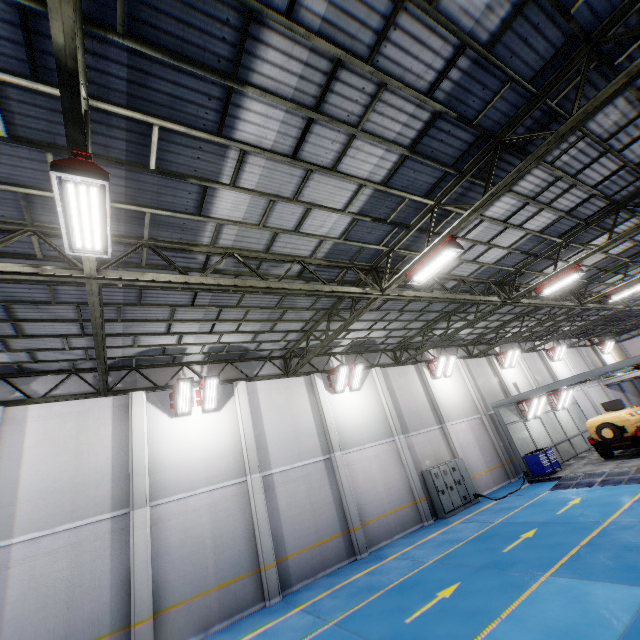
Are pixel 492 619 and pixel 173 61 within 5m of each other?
no

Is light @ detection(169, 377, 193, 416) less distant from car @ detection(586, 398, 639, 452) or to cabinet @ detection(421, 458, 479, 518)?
cabinet @ detection(421, 458, 479, 518)

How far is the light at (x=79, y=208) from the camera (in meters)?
4.02

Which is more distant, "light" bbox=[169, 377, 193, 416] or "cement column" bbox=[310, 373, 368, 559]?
"cement column" bbox=[310, 373, 368, 559]

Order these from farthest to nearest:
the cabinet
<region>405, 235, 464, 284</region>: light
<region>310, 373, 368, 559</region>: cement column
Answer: the cabinet < <region>310, 373, 368, 559</region>: cement column < <region>405, 235, 464, 284</region>: light

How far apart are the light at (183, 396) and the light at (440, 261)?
8.7 meters

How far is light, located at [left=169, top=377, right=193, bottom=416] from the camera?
12.26m

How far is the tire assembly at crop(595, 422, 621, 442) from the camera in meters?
16.2 m
